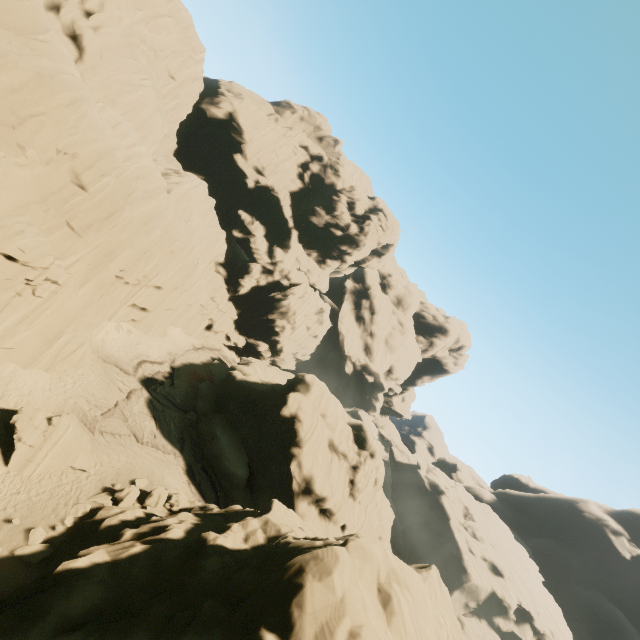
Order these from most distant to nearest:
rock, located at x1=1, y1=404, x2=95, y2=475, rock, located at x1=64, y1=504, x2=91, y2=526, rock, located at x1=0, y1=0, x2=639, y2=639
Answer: rock, located at x1=1, y1=404, x2=95, y2=475 → rock, located at x1=64, y1=504, x2=91, y2=526 → rock, located at x1=0, y1=0, x2=639, y2=639

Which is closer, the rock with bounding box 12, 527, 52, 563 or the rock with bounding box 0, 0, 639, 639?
the rock with bounding box 0, 0, 639, 639

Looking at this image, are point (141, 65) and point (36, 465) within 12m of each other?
no

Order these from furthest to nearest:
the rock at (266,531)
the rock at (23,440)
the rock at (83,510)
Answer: the rock at (23,440), the rock at (83,510), the rock at (266,531)

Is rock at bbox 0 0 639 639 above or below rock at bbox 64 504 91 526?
above

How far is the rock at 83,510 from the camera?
14.8 meters

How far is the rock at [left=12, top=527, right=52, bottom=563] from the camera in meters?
12.6 m
